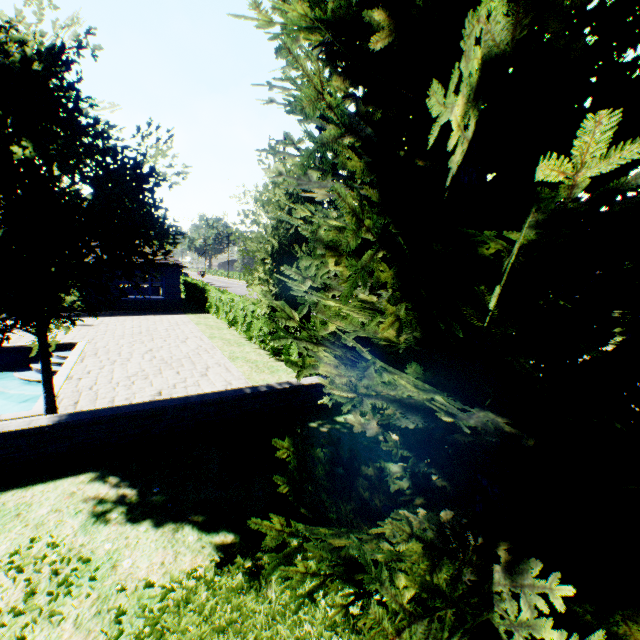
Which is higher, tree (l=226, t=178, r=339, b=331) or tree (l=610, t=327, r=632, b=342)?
tree (l=226, t=178, r=339, b=331)

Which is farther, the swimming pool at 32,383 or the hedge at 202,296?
the hedge at 202,296

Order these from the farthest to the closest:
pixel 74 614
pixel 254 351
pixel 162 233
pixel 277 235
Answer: pixel 254 351 → pixel 277 235 → pixel 162 233 → pixel 74 614

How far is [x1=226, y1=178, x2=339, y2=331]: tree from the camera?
7.6m

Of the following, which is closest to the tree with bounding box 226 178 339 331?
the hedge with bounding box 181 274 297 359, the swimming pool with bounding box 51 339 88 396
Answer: the swimming pool with bounding box 51 339 88 396

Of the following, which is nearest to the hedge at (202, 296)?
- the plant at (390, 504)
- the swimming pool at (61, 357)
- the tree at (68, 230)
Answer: the swimming pool at (61, 357)

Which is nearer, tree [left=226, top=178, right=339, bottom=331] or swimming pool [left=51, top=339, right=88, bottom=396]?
tree [left=226, top=178, right=339, bottom=331]

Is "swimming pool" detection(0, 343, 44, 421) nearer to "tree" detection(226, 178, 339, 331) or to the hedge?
"tree" detection(226, 178, 339, 331)
